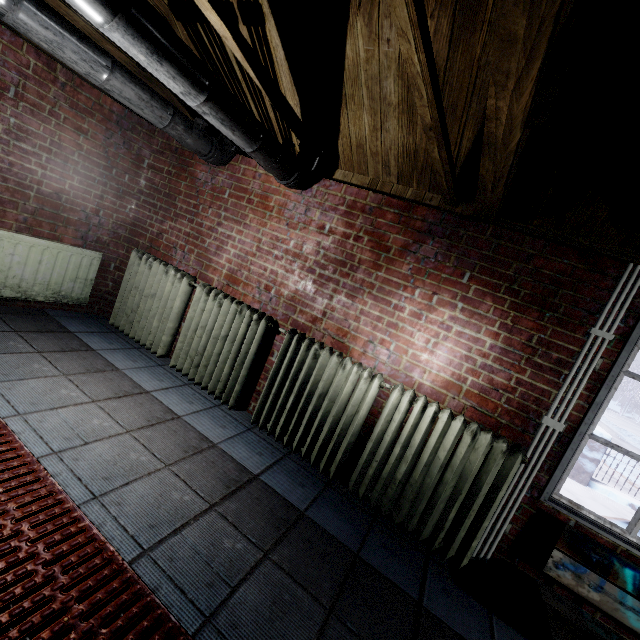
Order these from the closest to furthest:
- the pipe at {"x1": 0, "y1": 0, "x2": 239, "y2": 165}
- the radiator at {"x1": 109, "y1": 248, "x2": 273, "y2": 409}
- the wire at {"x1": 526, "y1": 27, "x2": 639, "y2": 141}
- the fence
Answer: the wire at {"x1": 526, "y1": 27, "x2": 639, "y2": 141}, the pipe at {"x1": 0, "y1": 0, "x2": 239, "y2": 165}, the radiator at {"x1": 109, "y1": 248, "x2": 273, "y2": 409}, the fence

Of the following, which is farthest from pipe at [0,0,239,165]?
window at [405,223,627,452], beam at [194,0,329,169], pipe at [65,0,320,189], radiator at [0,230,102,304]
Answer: window at [405,223,627,452]

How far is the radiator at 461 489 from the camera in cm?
188

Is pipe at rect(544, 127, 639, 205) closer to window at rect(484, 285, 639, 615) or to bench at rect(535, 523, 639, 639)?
window at rect(484, 285, 639, 615)

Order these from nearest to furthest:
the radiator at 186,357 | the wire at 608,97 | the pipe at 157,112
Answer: the wire at 608,97 → the pipe at 157,112 → the radiator at 186,357

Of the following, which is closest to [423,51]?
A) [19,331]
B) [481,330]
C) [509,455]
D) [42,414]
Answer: [481,330]

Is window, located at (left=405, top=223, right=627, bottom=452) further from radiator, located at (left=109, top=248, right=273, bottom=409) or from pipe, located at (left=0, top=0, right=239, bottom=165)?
pipe, located at (left=0, top=0, right=239, bottom=165)

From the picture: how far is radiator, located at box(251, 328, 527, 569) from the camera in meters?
1.9
